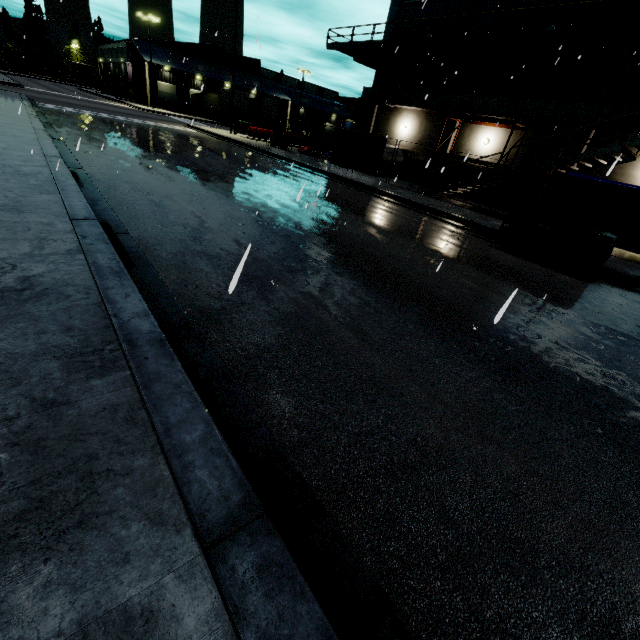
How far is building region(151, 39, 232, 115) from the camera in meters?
47.2 m

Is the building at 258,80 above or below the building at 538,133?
above

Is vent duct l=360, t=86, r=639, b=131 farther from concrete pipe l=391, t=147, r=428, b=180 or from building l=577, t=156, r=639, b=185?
concrete pipe l=391, t=147, r=428, b=180

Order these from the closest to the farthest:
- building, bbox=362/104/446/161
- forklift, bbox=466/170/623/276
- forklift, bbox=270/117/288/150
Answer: forklift, bbox=466/170/623/276 < building, bbox=362/104/446/161 < forklift, bbox=270/117/288/150

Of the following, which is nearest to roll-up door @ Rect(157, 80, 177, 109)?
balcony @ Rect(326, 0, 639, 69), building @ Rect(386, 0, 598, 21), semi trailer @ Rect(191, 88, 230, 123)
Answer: building @ Rect(386, 0, 598, 21)

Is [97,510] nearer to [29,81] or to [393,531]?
[393,531]

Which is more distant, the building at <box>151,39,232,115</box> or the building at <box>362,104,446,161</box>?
the building at <box>151,39,232,115</box>

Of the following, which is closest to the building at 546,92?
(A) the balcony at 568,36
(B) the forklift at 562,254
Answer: (A) the balcony at 568,36
